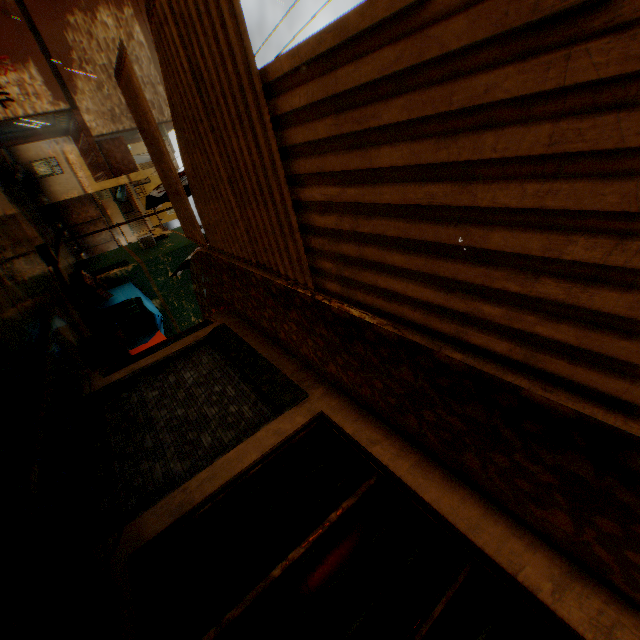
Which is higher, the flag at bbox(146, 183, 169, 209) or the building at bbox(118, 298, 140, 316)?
the flag at bbox(146, 183, 169, 209)

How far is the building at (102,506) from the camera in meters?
3.3

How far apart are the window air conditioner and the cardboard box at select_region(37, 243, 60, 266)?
13.4 meters

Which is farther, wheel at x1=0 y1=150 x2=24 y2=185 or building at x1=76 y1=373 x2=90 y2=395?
wheel at x1=0 y1=150 x2=24 y2=185

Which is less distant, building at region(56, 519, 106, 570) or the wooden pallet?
building at region(56, 519, 106, 570)

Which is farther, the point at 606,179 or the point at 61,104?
the point at 61,104

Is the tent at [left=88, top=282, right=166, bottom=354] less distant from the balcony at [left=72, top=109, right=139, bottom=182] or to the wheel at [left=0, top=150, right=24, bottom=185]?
the balcony at [left=72, top=109, right=139, bottom=182]

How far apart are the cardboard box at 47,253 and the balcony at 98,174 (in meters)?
3.21
